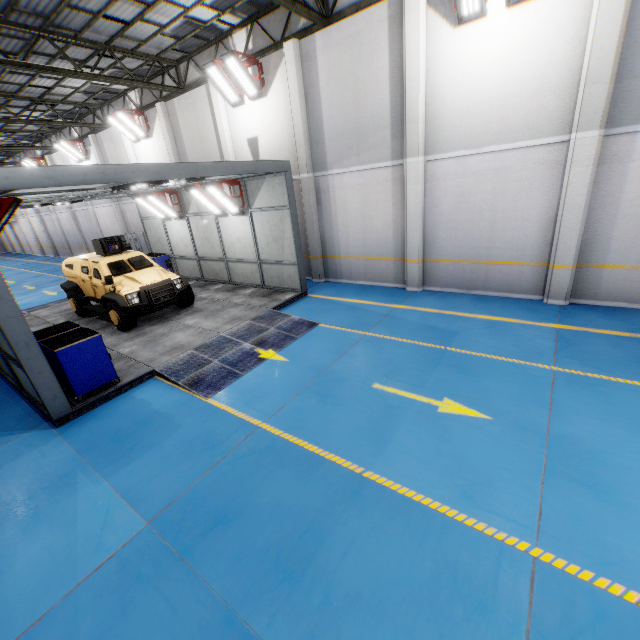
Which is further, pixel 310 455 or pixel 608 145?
pixel 608 145

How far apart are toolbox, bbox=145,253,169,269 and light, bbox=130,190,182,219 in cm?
214

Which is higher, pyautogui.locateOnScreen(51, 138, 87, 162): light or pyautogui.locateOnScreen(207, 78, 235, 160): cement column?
pyautogui.locateOnScreen(51, 138, 87, 162): light

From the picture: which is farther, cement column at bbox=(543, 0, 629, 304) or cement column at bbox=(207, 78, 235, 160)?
cement column at bbox=(207, 78, 235, 160)

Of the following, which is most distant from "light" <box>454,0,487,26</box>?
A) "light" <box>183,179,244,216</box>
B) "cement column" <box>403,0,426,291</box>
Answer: "light" <box>183,179,244,216</box>

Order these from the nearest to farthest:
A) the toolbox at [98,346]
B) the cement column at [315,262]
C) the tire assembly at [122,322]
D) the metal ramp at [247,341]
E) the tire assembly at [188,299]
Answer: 1. the toolbox at [98,346]
2. the metal ramp at [247,341]
3. the tire assembly at [122,322]
4. the cement column at [315,262]
5. the tire assembly at [188,299]

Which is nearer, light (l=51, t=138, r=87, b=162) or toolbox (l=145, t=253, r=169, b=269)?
toolbox (l=145, t=253, r=169, b=269)

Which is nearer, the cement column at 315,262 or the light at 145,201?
the cement column at 315,262
